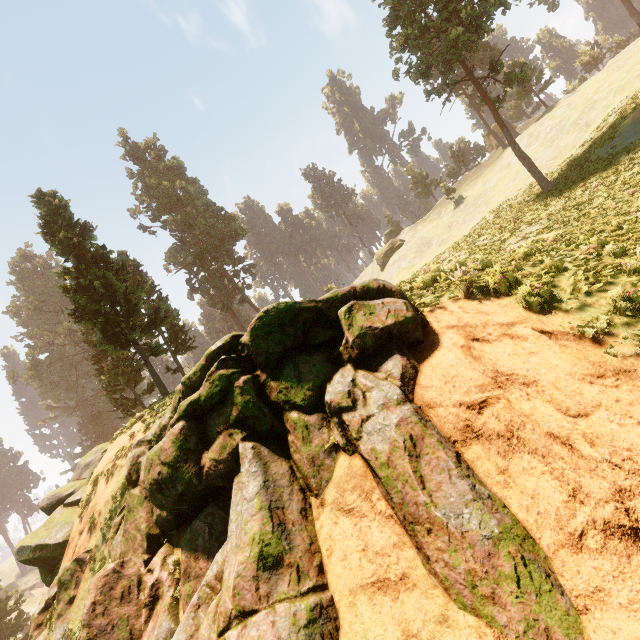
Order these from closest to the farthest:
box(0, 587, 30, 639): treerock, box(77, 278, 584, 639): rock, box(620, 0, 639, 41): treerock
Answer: box(77, 278, 584, 639): rock < box(0, 587, 30, 639): treerock < box(620, 0, 639, 41): treerock

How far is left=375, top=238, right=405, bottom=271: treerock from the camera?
55.62m

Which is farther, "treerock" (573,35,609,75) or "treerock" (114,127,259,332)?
"treerock" (573,35,609,75)

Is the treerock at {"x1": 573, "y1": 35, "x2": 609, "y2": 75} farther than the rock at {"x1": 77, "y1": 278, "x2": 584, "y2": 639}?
Yes

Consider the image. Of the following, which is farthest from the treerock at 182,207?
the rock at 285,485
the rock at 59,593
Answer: the rock at 285,485

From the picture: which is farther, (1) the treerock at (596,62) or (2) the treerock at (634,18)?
(1) the treerock at (596,62)

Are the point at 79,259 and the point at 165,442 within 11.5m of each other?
no

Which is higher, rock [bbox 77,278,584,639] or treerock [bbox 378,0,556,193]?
treerock [bbox 378,0,556,193]
